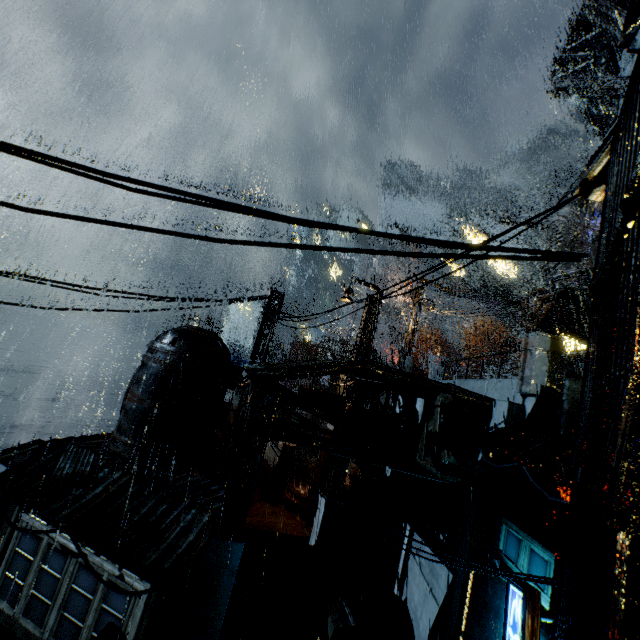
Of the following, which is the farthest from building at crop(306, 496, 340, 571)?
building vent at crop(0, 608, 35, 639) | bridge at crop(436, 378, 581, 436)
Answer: A: building vent at crop(0, 608, 35, 639)

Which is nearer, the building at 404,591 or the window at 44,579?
the building at 404,591

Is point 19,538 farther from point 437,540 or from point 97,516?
point 437,540

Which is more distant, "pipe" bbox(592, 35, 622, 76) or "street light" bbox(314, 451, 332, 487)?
"pipe" bbox(592, 35, 622, 76)

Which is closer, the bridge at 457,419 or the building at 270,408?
the building at 270,408

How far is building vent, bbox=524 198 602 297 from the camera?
19.3 meters

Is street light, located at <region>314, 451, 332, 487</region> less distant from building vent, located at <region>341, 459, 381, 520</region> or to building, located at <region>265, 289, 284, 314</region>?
building vent, located at <region>341, 459, 381, 520</region>

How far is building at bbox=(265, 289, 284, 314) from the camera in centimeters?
1761cm
